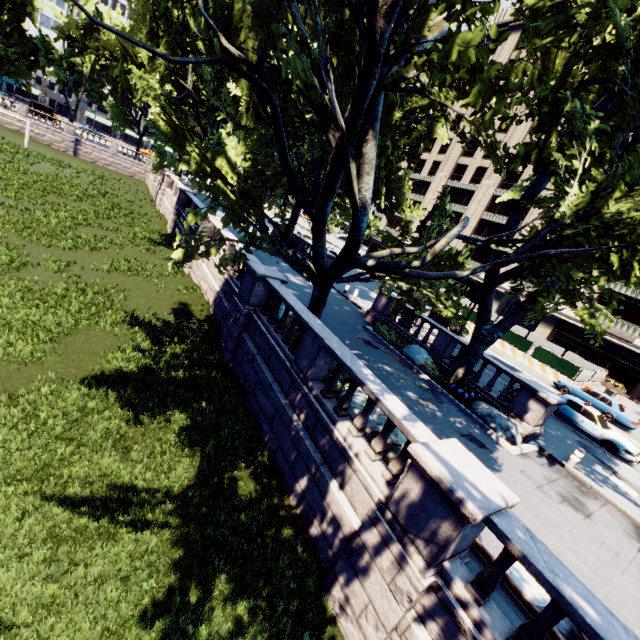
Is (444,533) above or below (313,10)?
below

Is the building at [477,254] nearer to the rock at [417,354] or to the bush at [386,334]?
the rock at [417,354]

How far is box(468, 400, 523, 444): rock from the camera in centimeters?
1296cm

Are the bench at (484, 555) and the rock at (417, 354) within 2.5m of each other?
no

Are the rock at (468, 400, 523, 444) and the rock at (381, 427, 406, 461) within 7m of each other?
yes

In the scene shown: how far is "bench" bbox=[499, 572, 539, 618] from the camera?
5.3m

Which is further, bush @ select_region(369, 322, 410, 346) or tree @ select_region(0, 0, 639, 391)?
bush @ select_region(369, 322, 410, 346)

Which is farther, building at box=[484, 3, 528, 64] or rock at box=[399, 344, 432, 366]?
building at box=[484, 3, 528, 64]
